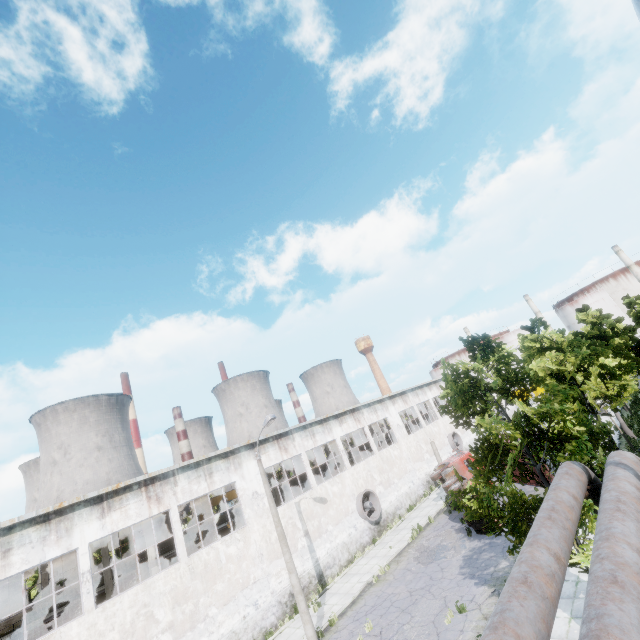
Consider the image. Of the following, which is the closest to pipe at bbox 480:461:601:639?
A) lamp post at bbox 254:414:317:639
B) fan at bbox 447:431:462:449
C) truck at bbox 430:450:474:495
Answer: truck at bbox 430:450:474:495

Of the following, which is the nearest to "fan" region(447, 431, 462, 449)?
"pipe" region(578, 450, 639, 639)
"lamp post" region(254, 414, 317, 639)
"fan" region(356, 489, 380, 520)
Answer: "fan" region(356, 489, 380, 520)

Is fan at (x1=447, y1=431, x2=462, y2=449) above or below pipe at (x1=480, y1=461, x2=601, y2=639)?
below

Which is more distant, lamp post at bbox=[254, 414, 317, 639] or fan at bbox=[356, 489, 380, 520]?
fan at bbox=[356, 489, 380, 520]

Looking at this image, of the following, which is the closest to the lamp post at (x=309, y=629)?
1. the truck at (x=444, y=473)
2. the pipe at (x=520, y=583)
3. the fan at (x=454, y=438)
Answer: the truck at (x=444, y=473)

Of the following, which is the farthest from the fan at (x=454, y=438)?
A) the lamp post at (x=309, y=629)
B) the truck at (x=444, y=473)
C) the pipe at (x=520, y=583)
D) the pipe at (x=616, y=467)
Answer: the lamp post at (x=309, y=629)

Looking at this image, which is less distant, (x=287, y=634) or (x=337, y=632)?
(x=337, y=632)

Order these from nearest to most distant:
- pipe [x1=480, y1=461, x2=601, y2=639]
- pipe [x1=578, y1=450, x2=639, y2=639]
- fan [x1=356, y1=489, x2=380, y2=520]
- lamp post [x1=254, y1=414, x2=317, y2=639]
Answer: pipe [x1=578, y1=450, x2=639, y2=639] → pipe [x1=480, y1=461, x2=601, y2=639] → lamp post [x1=254, y1=414, x2=317, y2=639] → fan [x1=356, y1=489, x2=380, y2=520]
